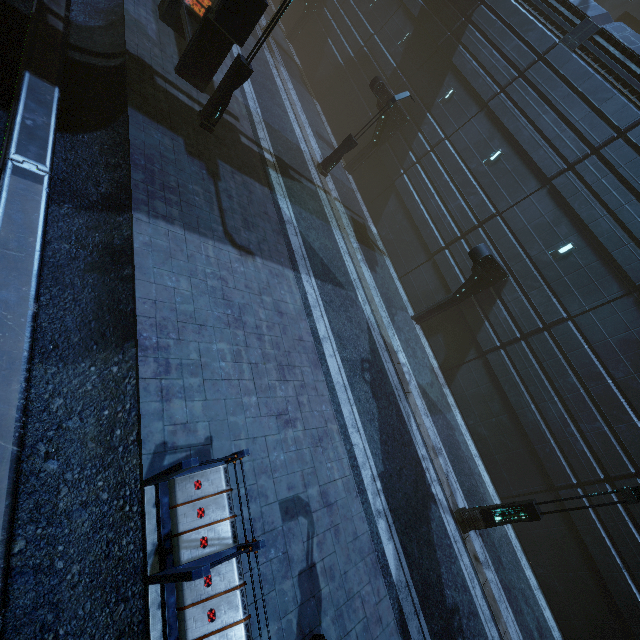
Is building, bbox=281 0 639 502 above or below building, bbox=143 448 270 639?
above

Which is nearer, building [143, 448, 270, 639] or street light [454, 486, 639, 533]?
building [143, 448, 270, 639]

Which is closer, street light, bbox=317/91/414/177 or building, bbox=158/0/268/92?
building, bbox=158/0/268/92

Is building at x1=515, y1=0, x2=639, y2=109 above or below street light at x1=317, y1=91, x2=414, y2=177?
above

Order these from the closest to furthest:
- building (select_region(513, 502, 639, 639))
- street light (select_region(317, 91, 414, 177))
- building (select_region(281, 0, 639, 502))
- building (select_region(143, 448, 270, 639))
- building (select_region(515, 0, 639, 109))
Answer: building (select_region(143, 448, 270, 639))
building (select_region(513, 502, 639, 639))
building (select_region(281, 0, 639, 502))
building (select_region(515, 0, 639, 109))
street light (select_region(317, 91, 414, 177))

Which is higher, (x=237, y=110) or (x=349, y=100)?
(x=349, y=100)

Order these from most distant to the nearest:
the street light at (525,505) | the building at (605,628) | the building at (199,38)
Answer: the building at (605,628) → the building at (199,38) → the street light at (525,505)

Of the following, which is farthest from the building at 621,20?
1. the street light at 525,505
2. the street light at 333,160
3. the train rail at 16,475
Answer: the street light at 525,505
